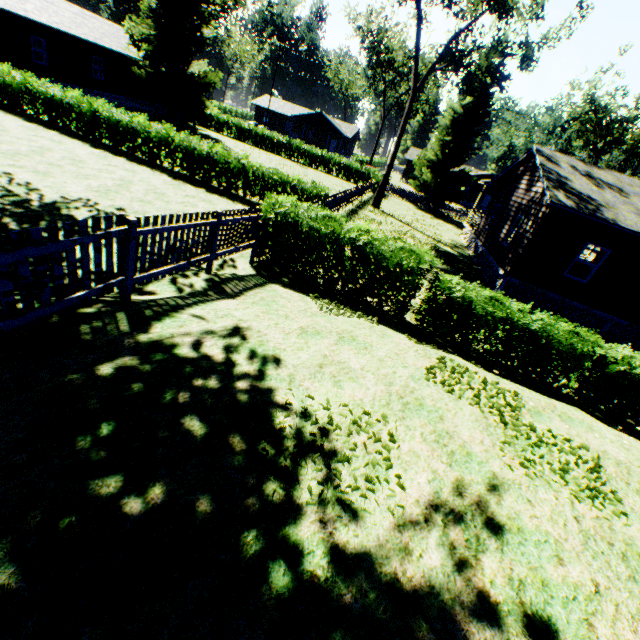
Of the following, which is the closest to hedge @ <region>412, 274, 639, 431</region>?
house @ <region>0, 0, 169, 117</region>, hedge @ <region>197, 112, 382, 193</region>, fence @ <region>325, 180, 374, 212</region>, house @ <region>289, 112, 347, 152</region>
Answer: fence @ <region>325, 180, 374, 212</region>

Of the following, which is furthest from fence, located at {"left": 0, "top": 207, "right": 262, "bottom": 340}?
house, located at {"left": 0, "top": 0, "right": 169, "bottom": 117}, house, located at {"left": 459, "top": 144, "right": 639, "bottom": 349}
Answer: house, located at {"left": 0, "top": 0, "right": 169, "bottom": 117}

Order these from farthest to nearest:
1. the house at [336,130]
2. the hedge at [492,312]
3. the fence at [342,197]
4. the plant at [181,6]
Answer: the house at [336,130] < the plant at [181,6] < the fence at [342,197] < the hedge at [492,312]

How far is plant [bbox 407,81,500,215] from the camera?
31.7 meters

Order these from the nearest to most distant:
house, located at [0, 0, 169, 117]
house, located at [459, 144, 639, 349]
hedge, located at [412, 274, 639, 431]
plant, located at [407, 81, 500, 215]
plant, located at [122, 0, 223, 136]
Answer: hedge, located at [412, 274, 639, 431] → house, located at [459, 144, 639, 349] → house, located at [0, 0, 169, 117] → plant, located at [122, 0, 223, 136] → plant, located at [407, 81, 500, 215]

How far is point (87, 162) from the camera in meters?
13.8

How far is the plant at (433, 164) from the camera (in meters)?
31.69

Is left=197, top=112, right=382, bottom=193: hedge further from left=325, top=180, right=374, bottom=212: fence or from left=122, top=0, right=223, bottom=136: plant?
left=122, top=0, right=223, bottom=136: plant
